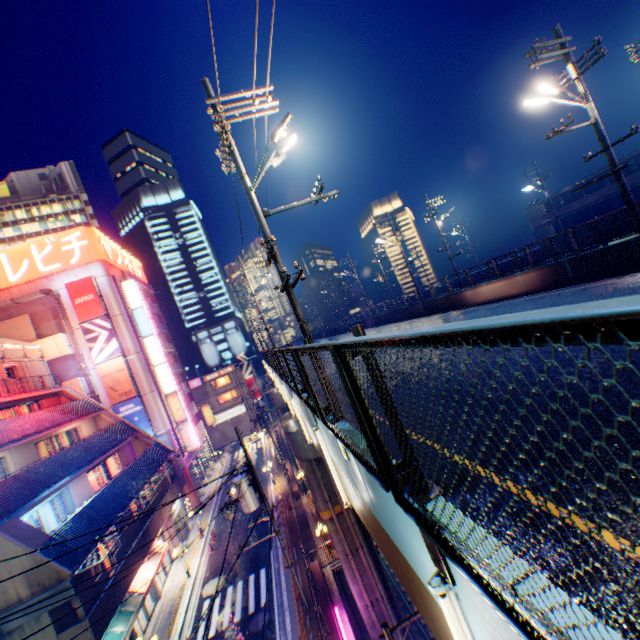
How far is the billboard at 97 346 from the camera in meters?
32.9 m

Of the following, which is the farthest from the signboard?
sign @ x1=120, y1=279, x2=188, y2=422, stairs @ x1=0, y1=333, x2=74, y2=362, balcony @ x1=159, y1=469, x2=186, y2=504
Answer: balcony @ x1=159, y1=469, x2=186, y2=504

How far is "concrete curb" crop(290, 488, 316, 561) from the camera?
20.85m

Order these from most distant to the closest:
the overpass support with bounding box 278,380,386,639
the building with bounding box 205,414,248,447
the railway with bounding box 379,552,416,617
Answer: the building with bounding box 205,414,248,447
the railway with bounding box 379,552,416,617
the overpass support with bounding box 278,380,386,639

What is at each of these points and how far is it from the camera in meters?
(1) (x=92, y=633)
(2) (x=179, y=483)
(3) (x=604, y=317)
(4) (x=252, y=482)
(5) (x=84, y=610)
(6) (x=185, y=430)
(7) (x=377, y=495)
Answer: (1) balcony, 13.6
(2) balcony, 28.9
(3) metal fence, 0.5
(4) electric pole, 17.1
(5) pylon, 13.8
(6) sign, 36.2
(7) overpass support, 3.6

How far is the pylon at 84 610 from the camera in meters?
13.8 m

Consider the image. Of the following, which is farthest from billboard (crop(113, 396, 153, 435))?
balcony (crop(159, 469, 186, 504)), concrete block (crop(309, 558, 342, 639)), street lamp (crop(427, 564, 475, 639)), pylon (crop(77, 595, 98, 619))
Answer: street lamp (crop(427, 564, 475, 639))

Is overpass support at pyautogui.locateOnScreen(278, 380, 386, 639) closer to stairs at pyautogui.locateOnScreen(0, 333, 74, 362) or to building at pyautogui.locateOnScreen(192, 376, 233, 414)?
building at pyautogui.locateOnScreen(192, 376, 233, 414)
